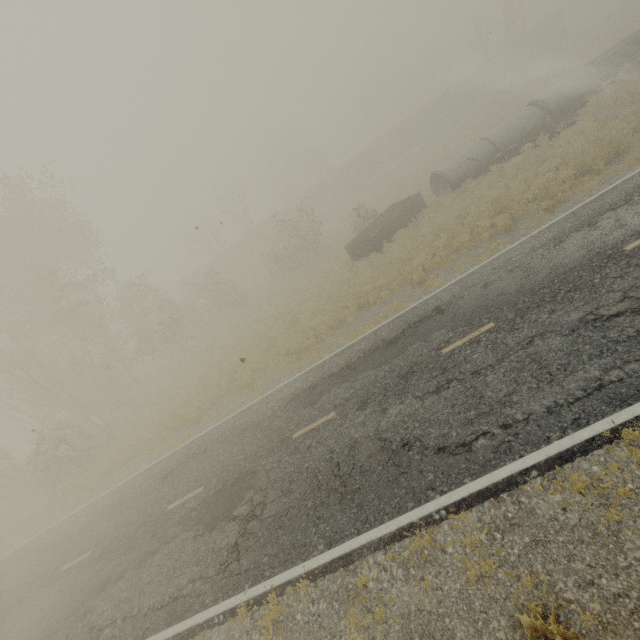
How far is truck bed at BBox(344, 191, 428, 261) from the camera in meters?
20.0

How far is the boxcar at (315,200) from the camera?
46.8m

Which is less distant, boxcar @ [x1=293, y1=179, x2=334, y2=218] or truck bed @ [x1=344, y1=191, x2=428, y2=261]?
truck bed @ [x1=344, y1=191, x2=428, y2=261]

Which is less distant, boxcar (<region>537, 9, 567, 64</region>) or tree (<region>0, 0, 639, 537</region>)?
tree (<region>0, 0, 639, 537</region>)

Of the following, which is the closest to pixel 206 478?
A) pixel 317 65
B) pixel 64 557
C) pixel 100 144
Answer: pixel 64 557

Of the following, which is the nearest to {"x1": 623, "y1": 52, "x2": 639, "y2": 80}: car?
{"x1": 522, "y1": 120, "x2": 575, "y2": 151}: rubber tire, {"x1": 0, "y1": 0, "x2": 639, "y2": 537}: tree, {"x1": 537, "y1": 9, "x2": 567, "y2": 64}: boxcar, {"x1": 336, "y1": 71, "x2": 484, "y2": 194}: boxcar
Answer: {"x1": 522, "y1": 120, "x2": 575, "y2": 151}: rubber tire

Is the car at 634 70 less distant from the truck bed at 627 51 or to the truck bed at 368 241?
the truck bed at 627 51

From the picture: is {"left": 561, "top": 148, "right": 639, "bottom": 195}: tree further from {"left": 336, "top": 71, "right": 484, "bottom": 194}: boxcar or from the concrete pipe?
{"left": 336, "top": 71, "right": 484, "bottom": 194}: boxcar
